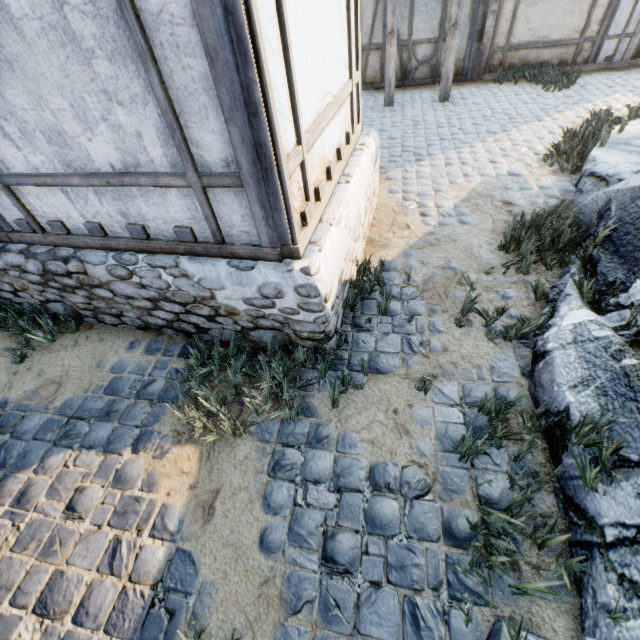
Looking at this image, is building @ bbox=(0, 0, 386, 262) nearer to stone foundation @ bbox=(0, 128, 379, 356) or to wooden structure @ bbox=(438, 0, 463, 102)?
stone foundation @ bbox=(0, 128, 379, 356)

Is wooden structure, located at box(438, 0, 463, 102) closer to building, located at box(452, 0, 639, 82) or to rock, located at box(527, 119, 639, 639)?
building, located at box(452, 0, 639, 82)

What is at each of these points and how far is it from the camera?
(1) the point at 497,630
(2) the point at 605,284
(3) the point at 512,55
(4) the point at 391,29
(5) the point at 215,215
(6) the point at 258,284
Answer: (1) rock, 1.72m
(2) rock, 3.12m
(3) building, 8.77m
(4) wooden structure, 7.39m
(5) building, 2.48m
(6) stone foundation, 2.64m

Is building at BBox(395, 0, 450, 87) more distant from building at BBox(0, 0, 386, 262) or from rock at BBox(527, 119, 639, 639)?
building at BBox(0, 0, 386, 262)

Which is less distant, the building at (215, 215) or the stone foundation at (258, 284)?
the building at (215, 215)

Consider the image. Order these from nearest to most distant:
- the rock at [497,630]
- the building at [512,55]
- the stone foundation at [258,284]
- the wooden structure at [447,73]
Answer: the rock at [497,630] → the stone foundation at [258,284] → the wooden structure at [447,73] → the building at [512,55]

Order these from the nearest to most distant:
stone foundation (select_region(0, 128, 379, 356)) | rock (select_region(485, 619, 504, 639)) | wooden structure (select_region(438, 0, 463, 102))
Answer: rock (select_region(485, 619, 504, 639)), stone foundation (select_region(0, 128, 379, 356)), wooden structure (select_region(438, 0, 463, 102))

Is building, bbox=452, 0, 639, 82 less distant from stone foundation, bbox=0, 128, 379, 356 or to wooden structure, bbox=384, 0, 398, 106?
wooden structure, bbox=384, 0, 398, 106
